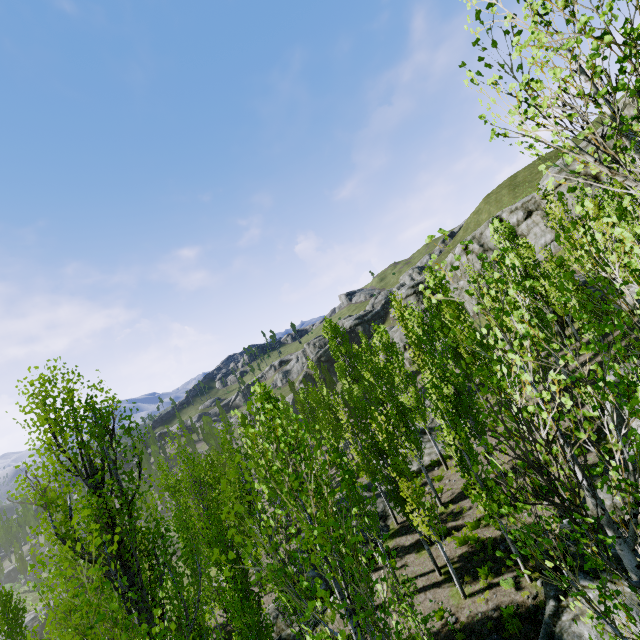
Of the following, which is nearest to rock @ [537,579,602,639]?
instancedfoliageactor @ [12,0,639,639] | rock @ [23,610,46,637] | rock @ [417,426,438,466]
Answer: instancedfoliageactor @ [12,0,639,639]

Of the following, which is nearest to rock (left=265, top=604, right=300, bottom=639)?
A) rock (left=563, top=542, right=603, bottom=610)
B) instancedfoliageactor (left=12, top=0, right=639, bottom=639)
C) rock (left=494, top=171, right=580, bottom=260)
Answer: instancedfoliageactor (left=12, top=0, right=639, bottom=639)

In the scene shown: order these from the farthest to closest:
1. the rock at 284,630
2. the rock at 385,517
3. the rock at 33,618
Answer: the rock at 33,618 < the rock at 385,517 < the rock at 284,630

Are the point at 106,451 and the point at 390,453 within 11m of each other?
yes

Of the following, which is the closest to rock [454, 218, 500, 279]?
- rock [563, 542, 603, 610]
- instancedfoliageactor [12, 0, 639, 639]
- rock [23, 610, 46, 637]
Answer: instancedfoliageactor [12, 0, 639, 639]

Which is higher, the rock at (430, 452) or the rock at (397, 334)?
the rock at (397, 334)

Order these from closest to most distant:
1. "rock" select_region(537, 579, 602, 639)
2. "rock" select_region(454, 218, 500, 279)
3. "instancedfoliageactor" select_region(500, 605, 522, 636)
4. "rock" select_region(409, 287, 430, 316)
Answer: "rock" select_region(537, 579, 602, 639)
"instancedfoliageactor" select_region(500, 605, 522, 636)
"rock" select_region(454, 218, 500, 279)
"rock" select_region(409, 287, 430, 316)

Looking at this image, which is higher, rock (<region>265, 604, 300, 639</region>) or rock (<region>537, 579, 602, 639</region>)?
rock (<region>537, 579, 602, 639</region>)
